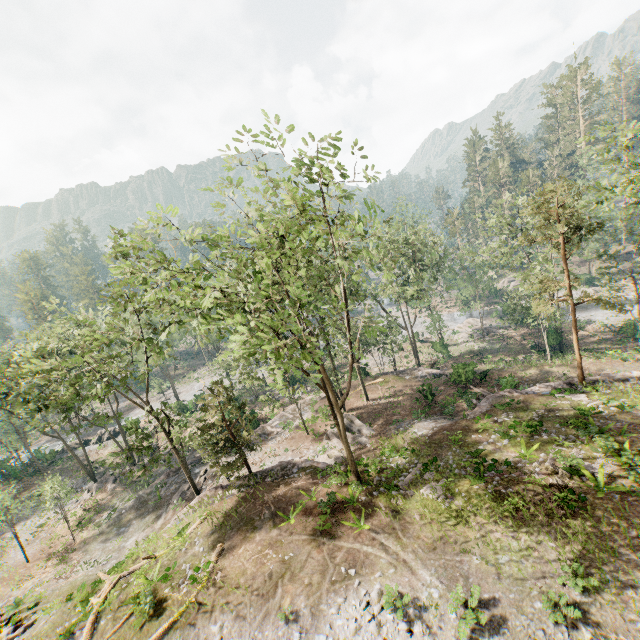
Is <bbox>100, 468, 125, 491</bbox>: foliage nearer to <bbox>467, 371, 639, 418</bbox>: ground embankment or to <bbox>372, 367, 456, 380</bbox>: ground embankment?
<bbox>372, 367, 456, 380</bbox>: ground embankment

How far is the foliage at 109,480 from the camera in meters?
19.0

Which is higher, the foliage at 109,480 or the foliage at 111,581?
the foliage at 111,581

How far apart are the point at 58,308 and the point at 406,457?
34.8m

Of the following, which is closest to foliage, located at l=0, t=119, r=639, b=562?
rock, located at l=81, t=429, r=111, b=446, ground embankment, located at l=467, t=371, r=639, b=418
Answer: rock, located at l=81, t=429, r=111, b=446

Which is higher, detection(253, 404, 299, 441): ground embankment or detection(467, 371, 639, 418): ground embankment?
detection(467, 371, 639, 418): ground embankment

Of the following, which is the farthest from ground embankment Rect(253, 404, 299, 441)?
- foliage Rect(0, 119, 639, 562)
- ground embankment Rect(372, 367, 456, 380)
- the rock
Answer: the rock

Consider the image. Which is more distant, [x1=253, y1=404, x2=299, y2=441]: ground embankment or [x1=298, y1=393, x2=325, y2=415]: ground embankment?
[x1=298, y1=393, x2=325, y2=415]: ground embankment
